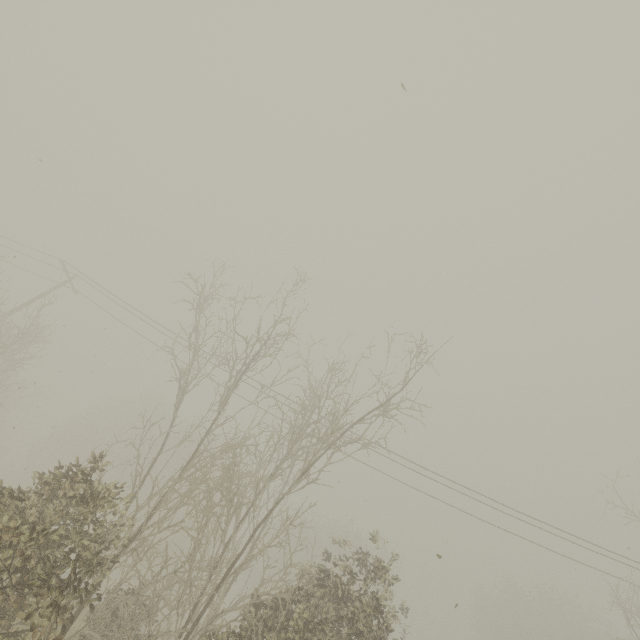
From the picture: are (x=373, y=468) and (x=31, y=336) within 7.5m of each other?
no
